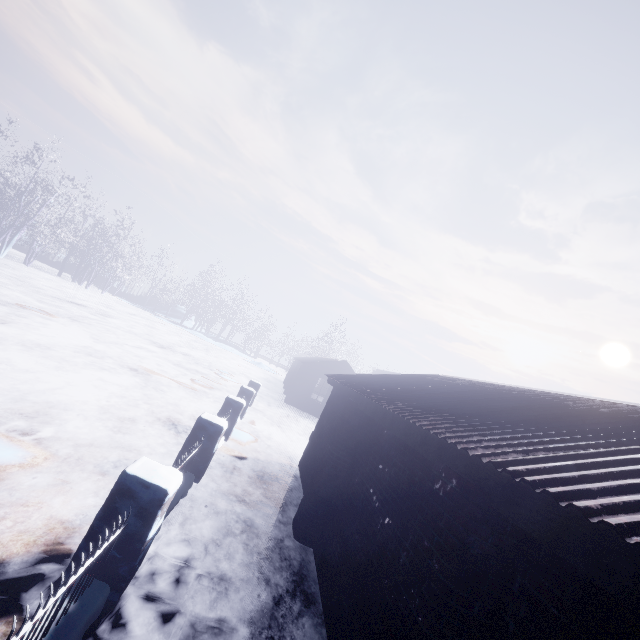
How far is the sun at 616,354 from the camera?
58.50m

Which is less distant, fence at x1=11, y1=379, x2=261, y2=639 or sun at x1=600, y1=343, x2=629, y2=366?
fence at x1=11, y1=379, x2=261, y2=639

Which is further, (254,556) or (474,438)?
(254,556)

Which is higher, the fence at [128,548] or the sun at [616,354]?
the sun at [616,354]

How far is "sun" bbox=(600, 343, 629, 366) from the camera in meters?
58.5

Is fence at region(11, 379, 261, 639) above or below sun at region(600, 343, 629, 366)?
below
